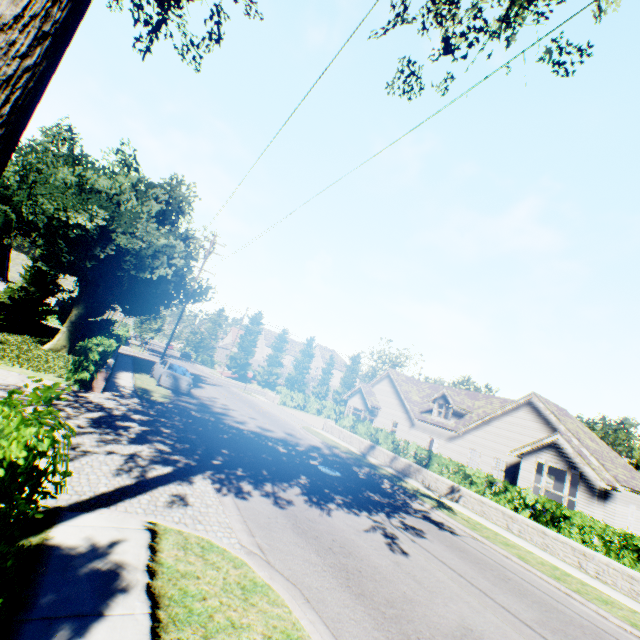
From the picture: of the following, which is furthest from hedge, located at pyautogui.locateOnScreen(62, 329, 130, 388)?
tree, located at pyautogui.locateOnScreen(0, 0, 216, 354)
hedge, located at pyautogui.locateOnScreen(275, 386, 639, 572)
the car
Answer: hedge, located at pyautogui.locateOnScreen(275, 386, 639, 572)

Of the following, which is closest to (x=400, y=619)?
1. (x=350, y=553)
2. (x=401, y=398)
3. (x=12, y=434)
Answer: (x=350, y=553)

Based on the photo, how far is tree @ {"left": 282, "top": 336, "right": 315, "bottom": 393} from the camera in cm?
5722

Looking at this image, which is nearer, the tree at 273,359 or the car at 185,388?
the car at 185,388

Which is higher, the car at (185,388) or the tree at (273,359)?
the tree at (273,359)

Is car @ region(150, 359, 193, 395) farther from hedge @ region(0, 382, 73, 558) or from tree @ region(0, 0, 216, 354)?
hedge @ region(0, 382, 73, 558)

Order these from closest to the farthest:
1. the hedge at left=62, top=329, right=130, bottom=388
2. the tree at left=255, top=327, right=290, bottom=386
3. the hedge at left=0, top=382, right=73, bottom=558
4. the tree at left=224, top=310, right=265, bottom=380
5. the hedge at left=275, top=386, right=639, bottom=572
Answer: the hedge at left=0, top=382, right=73, bottom=558
the hedge at left=275, top=386, right=639, bottom=572
the hedge at left=62, top=329, right=130, bottom=388
the tree at left=224, top=310, right=265, bottom=380
the tree at left=255, top=327, right=290, bottom=386

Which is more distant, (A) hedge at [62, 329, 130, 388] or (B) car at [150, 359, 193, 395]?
(B) car at [150, 359, 193, 395]
